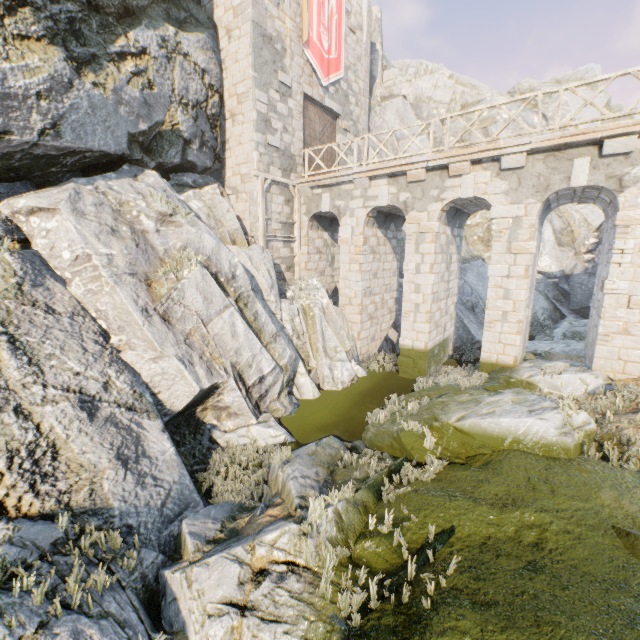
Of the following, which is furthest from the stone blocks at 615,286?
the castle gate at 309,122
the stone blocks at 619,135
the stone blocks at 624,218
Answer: the castle gate at 309,122

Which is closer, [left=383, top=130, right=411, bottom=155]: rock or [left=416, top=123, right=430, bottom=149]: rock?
[left=383, top=130, right=411, bottom=155]: rock

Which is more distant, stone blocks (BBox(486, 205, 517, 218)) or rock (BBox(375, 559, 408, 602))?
stone blocks (BBox(486, 205, 517, 218))

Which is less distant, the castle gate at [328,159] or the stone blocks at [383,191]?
the stone blocks at [383,191]

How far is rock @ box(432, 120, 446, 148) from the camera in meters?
25.1 m

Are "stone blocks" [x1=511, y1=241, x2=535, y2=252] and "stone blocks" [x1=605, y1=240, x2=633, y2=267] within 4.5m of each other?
yes

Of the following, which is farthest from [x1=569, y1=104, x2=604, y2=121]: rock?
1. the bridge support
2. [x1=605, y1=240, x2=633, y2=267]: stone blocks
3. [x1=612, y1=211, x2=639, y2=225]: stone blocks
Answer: [x1=612, y1=211, x2=639, y2=225]: stone blocks

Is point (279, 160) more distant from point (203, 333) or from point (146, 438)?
point (146, 438)
